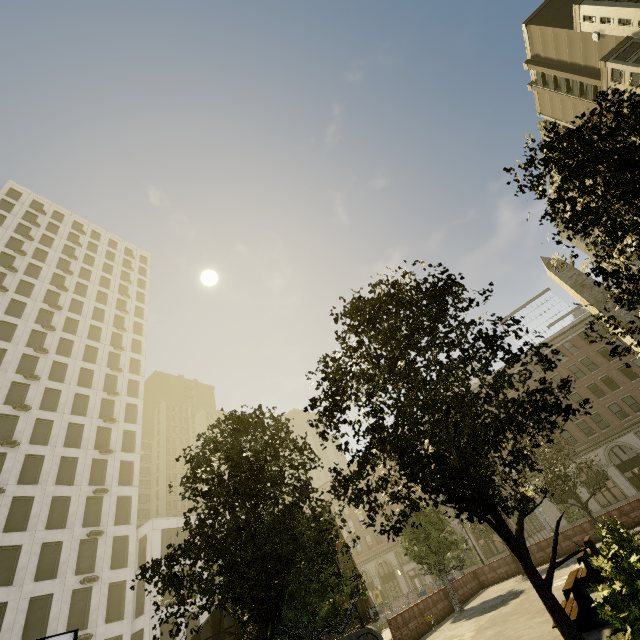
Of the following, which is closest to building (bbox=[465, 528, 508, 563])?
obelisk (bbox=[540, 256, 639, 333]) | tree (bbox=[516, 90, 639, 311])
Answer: tree (bbox=[516, 90, 639, 311])

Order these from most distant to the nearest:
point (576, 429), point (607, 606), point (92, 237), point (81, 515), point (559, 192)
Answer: point (92, 237) → point (576, 429) → point (81, 515) → point (559, 192) → point (607, 606)

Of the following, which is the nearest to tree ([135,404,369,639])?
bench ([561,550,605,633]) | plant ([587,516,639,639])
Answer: plant ([587,516,639,639])

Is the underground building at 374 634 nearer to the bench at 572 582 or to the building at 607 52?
the bench at 572 582

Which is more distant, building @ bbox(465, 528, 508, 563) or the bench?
building @ bbox(465, 528, 508, 563)

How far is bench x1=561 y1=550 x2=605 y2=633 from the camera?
7.7 meters

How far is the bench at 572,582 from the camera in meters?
7.7 m

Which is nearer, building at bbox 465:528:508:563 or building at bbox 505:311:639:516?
building at bbox 505:311:639:516
